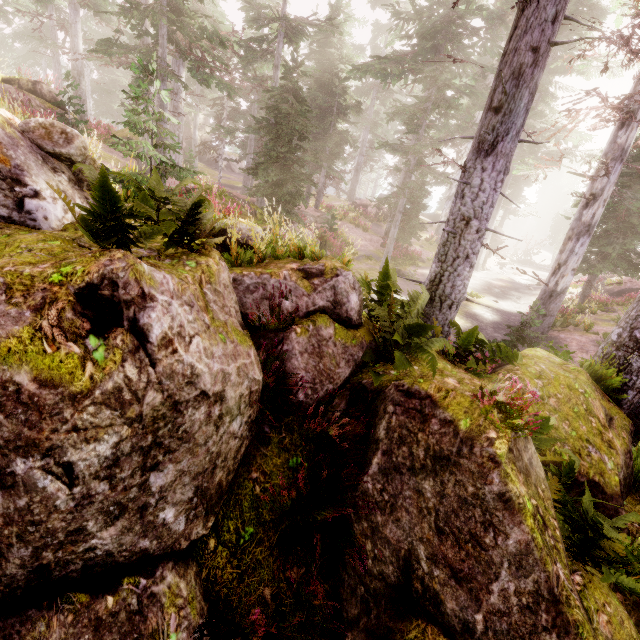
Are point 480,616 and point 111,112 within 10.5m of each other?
no

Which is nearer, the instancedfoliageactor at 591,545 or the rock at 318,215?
the instancedfoliageactor at 591,545

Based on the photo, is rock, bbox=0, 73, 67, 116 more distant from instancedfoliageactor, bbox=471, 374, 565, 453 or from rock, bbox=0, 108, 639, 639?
rock, bbox=0, 108, 639, 639

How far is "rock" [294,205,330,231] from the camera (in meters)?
22.80

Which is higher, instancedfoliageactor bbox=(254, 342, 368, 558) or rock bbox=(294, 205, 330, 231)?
rock bbox=(294, 205, 330, 231)

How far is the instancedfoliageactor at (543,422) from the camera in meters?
3.1

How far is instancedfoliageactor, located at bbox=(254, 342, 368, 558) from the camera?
3.72m

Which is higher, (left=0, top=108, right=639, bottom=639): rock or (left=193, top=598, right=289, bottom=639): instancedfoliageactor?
(left=0, top=108, right=639, bottom=639): rock
